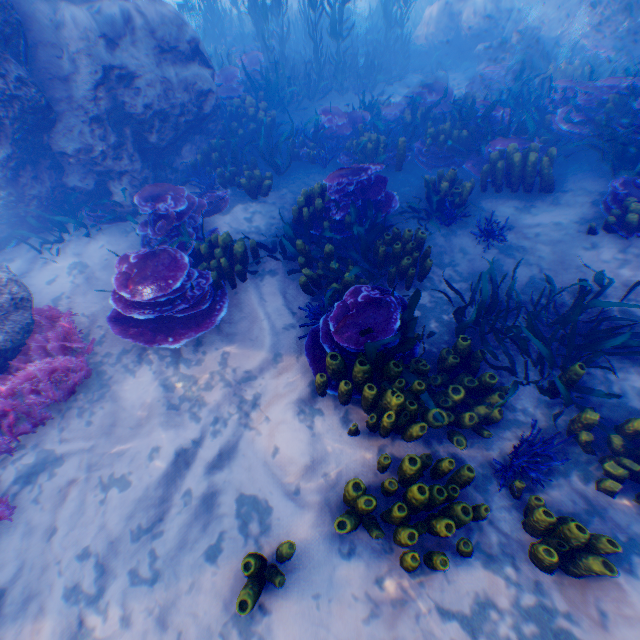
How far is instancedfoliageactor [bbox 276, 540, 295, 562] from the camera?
2.8m

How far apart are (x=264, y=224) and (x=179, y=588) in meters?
5.5

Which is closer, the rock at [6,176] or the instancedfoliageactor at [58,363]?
the instancedfoliageactor at [58,363]

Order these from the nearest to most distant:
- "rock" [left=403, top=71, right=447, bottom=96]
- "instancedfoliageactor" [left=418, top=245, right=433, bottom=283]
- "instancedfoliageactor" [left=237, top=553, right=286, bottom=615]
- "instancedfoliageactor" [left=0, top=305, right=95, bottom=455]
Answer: "instancedfoliageactor" [left=237, top=553, right=286, bottom=615]
"instancedfoliageactor" [left=0, top=305, right=95, bottom=455]
"instancedfoliageactor" [left=418, top=245, right=433, bottom=283]
"rock" [left=403, top=71, right=447, bottom=96]

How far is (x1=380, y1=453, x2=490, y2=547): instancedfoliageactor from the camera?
2.7m

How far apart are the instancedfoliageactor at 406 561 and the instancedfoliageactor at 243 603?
0.4m

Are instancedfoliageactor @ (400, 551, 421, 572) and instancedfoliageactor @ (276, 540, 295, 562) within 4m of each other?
yes

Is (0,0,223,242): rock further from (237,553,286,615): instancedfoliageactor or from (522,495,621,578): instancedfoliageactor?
(237,553,286,615): instancedfoliageactor
